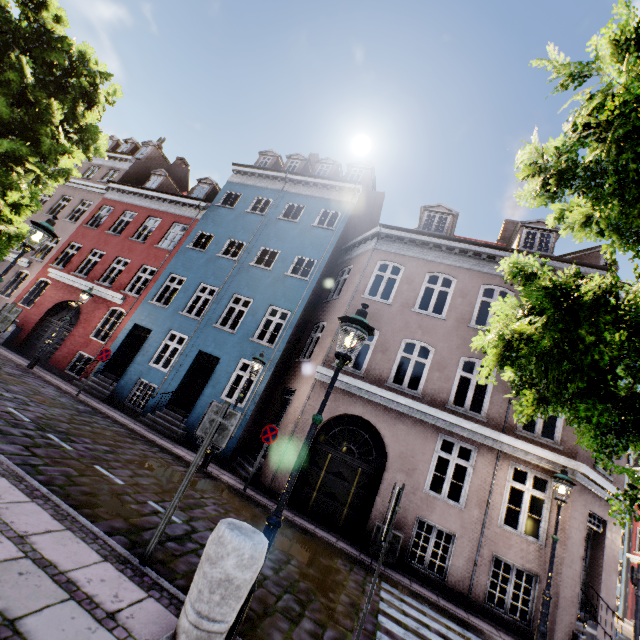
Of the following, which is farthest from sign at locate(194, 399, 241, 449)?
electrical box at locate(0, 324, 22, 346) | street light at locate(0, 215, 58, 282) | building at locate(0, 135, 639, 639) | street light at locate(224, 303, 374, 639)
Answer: electrical box at locate(0, 324, 22, 346)

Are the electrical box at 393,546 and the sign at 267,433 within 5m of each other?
yes

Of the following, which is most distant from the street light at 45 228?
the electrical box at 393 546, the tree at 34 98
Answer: the electrical box at 393 546

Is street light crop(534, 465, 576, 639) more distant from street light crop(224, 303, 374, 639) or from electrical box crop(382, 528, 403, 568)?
street light crop(224, 303, 374, 639)

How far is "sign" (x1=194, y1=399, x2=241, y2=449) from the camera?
4.1m

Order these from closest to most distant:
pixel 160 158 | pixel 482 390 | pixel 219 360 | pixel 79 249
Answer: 1. pixel 219 360
2. pixel 79 249
3. pixel 482 390
4. pixel 160 158

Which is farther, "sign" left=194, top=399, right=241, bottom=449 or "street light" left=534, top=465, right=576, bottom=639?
"street light" left=534, top=465, right=576, bottom=639

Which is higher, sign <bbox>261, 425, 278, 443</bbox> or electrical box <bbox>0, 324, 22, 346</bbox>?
sign <bbox>261, 425, 278, 443</bbox>
